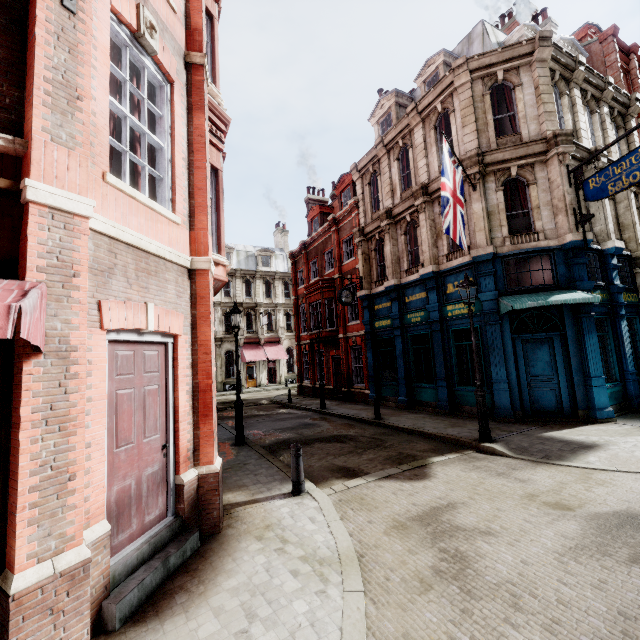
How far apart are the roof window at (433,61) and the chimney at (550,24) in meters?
6.8 m

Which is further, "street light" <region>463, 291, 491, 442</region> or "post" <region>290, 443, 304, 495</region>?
"street light" <region>463, 291, 491, 442</region>

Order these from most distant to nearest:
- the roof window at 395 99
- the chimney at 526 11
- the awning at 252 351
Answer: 1. the awning at 252 351
2. the chimney at 526 11
3. the roof window at 395 99

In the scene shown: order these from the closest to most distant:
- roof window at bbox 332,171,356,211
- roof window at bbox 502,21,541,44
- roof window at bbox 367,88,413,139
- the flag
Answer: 1. the flag
2. roof window at bbox 502,21,541,44
3. roof window at bbox 367,88,413,139
4. roof window at bbox 332,171,356,211

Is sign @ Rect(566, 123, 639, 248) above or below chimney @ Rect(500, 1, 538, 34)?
below

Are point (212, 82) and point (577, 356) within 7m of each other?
no

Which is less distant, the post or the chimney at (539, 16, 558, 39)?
the post

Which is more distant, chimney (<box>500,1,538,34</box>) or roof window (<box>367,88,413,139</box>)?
chimney (<box>500,1,538,34</box>)
